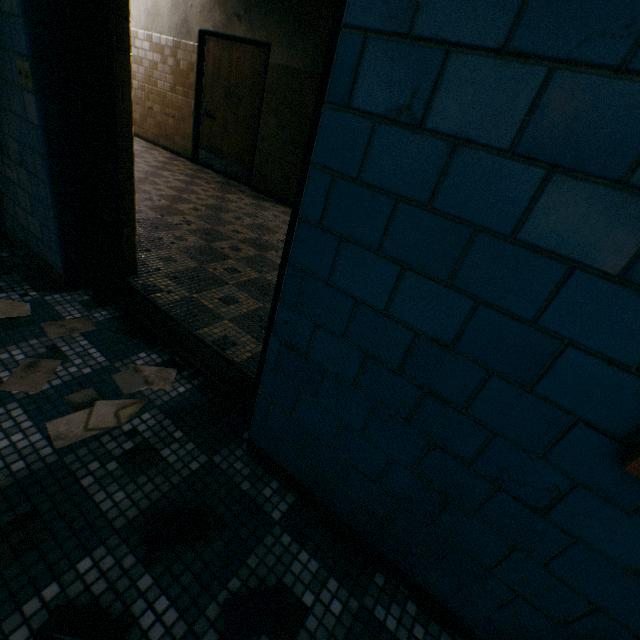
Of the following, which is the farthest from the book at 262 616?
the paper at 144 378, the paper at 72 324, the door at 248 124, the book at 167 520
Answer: the door at 248 124

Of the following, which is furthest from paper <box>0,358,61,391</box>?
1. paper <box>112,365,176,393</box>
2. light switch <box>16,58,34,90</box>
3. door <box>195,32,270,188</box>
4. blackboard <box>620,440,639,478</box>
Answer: door <box>195,32,270,188</box>

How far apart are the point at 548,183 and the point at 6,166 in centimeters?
301cm

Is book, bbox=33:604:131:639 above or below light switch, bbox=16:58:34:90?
below

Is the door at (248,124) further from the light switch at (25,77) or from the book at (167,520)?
the book at (167,520)

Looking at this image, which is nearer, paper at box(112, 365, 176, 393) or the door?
paper at box(112, 365, 176, 393)

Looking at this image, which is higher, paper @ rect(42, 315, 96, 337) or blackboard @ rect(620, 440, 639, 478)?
blackboard @ rect(620, 440, 639, 478)

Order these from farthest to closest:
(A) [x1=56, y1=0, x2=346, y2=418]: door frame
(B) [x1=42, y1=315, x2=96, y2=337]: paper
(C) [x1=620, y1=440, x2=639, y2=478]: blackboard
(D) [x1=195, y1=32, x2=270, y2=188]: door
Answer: (D) [x1=195, y1=32, x2=270, y2=188]: door < (B) [x1=42, y1=315, x2=96, y2=337]: paper < (A) [x1=56, y1=0, x2=346, y2=418]: door frame < (C) [x1=620, y1=440, x2=639, y2=478]: blackboard
